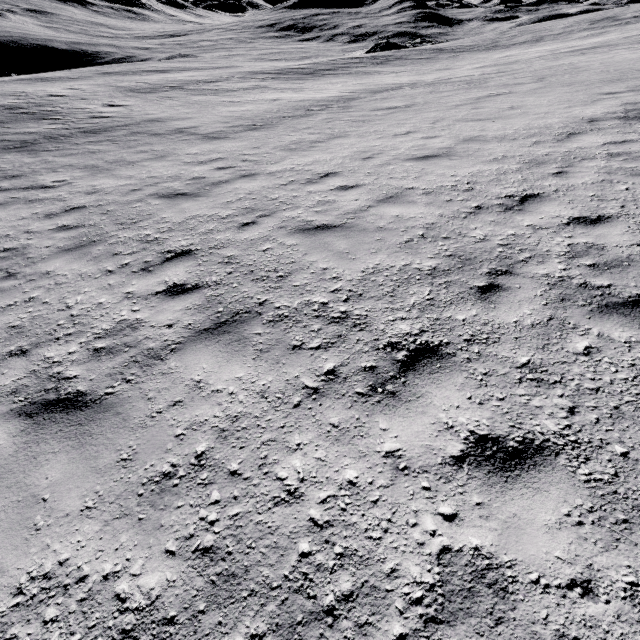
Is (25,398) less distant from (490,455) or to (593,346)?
(490,455)
